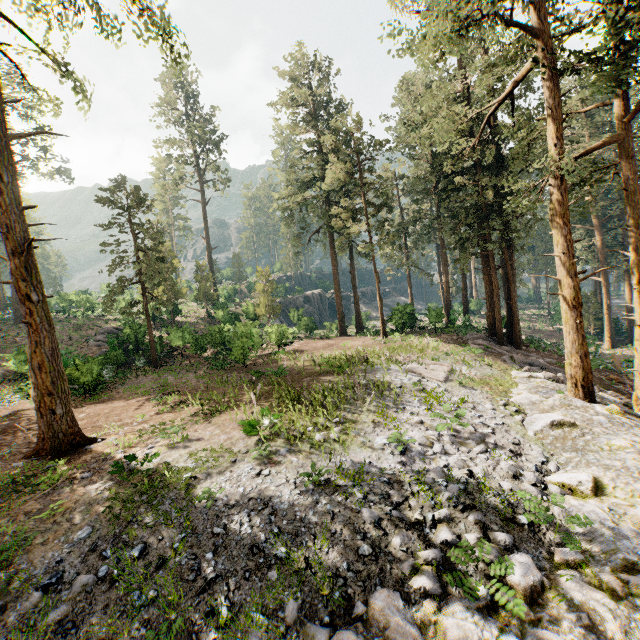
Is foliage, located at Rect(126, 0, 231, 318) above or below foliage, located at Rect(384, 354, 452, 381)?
above

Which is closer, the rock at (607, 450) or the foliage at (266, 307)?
the rock at (607, 450)

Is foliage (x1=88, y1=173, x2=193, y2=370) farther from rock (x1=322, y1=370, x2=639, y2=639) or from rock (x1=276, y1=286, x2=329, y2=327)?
rock (x1=276, y1=286, x2=329, y2=327)

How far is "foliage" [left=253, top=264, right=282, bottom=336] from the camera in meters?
34.2 m

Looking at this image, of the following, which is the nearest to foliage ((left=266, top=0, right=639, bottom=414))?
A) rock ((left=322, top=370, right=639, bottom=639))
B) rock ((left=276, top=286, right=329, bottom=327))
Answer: rock ((left=322, top=370, right=639, bottom=639))

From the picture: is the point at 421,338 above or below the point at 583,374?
above

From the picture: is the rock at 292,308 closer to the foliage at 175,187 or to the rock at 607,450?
the foliage at 175,187
